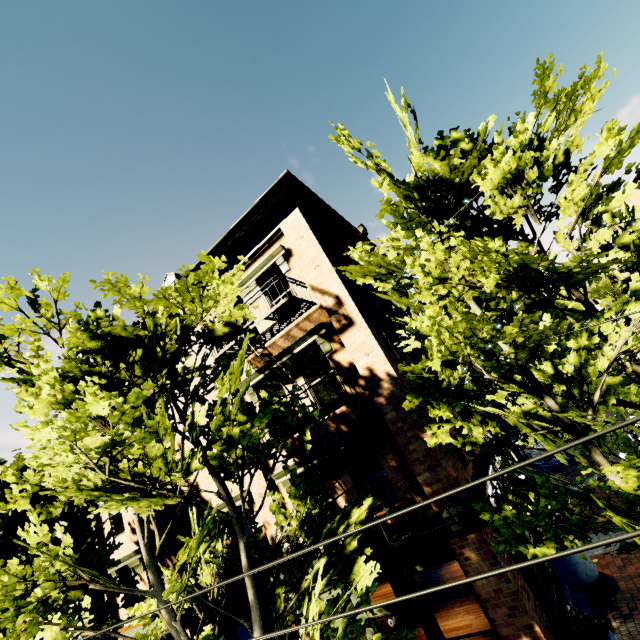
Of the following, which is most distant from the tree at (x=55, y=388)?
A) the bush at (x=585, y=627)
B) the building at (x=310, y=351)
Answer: the bush at (x=585, y=627)

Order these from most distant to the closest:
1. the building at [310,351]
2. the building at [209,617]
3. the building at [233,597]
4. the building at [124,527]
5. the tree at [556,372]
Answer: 1. the building at [124,527]
2. the building at [209,617]
3. the building at [233,597]
4. the building at [310,351]
5. the tree at [556,372]

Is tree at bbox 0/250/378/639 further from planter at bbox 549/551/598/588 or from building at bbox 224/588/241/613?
planter at bbox 549/551/598/588

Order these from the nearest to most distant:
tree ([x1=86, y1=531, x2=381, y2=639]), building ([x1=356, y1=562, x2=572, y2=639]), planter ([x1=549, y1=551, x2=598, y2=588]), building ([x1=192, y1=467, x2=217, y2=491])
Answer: tree ([x1=86, y1=531, x2=381, y2=639]) < building ([x1=356, y1=562, x2=572, y2=639]) < planter ([x1=549, y1=551, x2=598, y2=588]) < building ([x1=192, y1=467, x2=217, y2=491])

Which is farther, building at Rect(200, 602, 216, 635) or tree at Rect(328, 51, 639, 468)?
building at Rect(200, 602, 216, 635)

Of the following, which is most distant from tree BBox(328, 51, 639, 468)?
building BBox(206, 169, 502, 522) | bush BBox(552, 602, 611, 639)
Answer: bush BBox(552, 602, 611, 639)

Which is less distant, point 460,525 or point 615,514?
point 615,514
